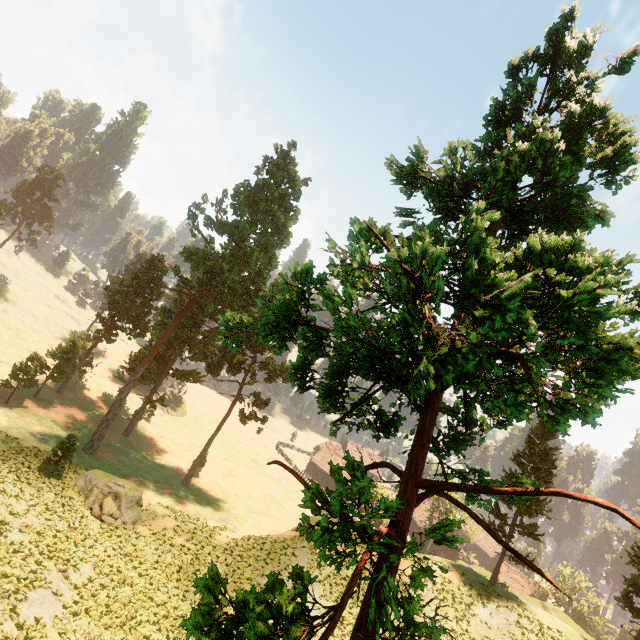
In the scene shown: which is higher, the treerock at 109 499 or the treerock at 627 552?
the treerock at 627 552

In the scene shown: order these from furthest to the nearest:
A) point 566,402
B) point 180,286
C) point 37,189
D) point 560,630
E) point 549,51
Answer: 1. point 37,189
2. point 180,286
3. point 560,630
4. point 549,51
5. point 566,402

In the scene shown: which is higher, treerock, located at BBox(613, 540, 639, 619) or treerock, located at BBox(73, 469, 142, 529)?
treerock, located at BBox(613, 540, 639, 619)

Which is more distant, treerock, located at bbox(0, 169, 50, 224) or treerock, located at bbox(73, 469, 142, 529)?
treerock, located at bbox(0, 169, 50, 224)

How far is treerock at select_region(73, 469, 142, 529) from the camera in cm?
2494

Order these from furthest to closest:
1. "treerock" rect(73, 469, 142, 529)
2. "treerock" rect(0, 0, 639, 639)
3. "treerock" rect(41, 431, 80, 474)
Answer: "treerock" rect(41, 431, 80, 474) → "treerock" rect(73, 469, 142, 529) → "treerock" rect(0, 0, 639, 639)

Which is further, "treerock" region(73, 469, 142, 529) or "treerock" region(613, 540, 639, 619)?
"treerock" region(73, 469, 142, 529)

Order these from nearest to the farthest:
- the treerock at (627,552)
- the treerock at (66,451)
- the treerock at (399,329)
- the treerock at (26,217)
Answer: the treerock at (399,329) → the treerock at (627,552) → the treerock at (66,451) → the treerock at (26,217)
